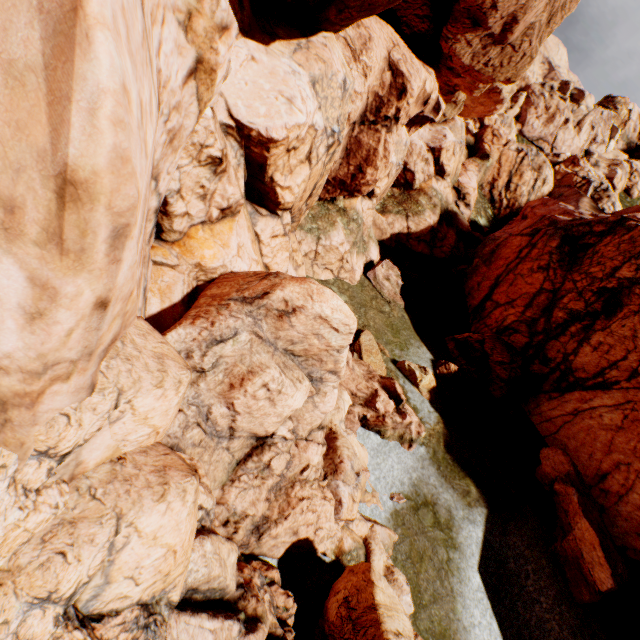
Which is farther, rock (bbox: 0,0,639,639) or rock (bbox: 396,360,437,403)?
rock (bbox: 396,360,437,403)

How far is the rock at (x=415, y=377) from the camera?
17.67m

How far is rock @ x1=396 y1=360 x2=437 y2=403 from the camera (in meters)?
17.67

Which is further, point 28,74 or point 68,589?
point 68,589

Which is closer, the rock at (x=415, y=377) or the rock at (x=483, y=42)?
the rock at (x=483, y=42)
